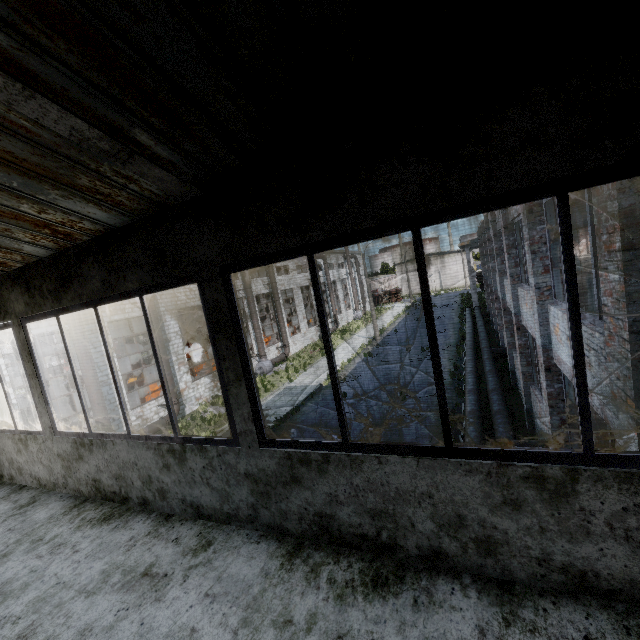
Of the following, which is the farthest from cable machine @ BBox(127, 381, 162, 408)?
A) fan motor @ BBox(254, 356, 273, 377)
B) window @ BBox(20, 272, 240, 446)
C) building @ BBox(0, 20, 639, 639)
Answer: window @ BBox(20, 272, 240, 446)

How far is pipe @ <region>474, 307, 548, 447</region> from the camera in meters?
9.2 m

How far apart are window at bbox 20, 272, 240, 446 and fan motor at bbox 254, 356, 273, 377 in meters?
22.7

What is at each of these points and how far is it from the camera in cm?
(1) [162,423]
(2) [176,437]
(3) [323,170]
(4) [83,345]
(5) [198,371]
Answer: (1) pipe, 1811
(2) window, 311
(3) building, 204
(4) pipe, 1498
(5) cable machine, 2597

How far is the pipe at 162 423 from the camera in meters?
17.2 m

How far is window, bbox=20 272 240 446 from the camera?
2.7m

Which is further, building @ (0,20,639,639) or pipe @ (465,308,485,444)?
pipe @ (465,308,485,444)

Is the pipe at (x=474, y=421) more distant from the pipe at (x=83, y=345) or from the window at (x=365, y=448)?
the pipe at (x=83, y=345)
